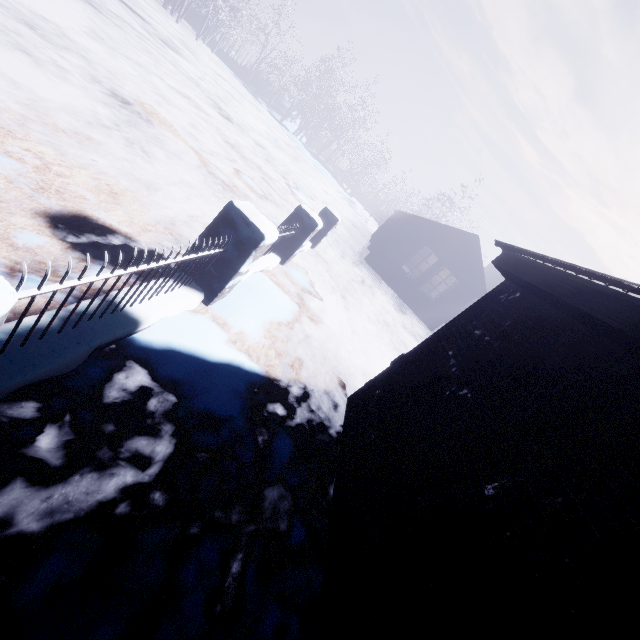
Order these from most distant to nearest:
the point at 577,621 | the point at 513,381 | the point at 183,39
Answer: the point at 183,39 → the point at 513,381 → the point at 577,621
